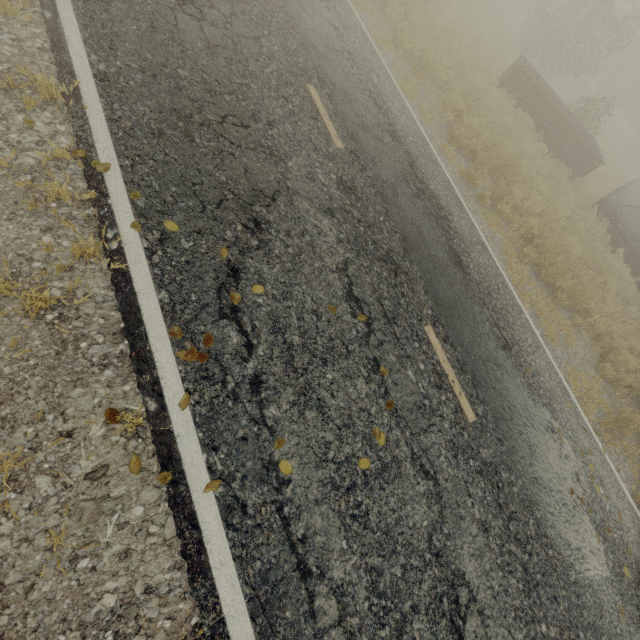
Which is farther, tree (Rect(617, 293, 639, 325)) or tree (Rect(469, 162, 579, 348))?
tree (Rect(617, 293, 639, 325))

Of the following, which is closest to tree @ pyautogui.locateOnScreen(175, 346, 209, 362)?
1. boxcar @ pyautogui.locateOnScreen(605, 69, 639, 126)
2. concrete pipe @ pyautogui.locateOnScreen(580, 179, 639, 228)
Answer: concrete pipe @ pyautogui.locateOnScreen(580, 179, 639, 228)

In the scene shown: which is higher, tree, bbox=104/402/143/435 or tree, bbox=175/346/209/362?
tree, bbox=175/346/209/362

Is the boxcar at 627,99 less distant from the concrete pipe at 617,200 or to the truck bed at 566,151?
the truck bed at 566,151

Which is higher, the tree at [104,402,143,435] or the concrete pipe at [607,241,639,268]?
the concrete pipe at [607,241,639,268]

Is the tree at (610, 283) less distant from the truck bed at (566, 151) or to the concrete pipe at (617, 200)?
the truck bed at (566, 151)

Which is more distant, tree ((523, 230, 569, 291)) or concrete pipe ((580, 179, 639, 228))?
concrete pipe ((580, 179, 639, 228))

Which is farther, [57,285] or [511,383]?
[511,383]
